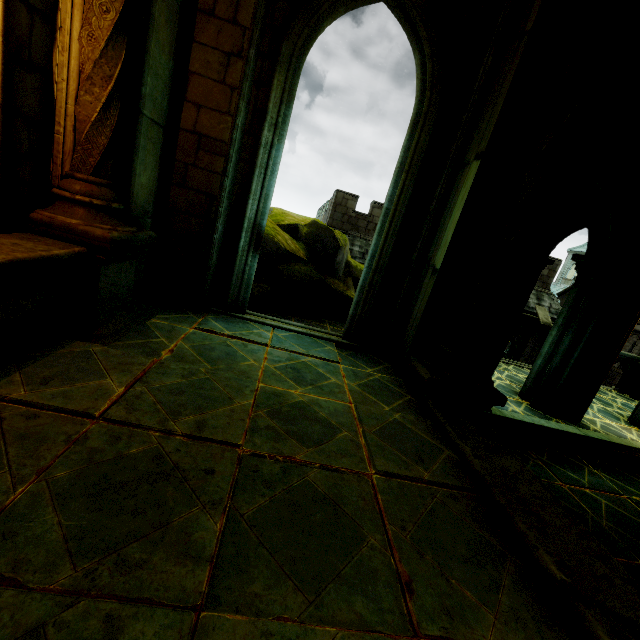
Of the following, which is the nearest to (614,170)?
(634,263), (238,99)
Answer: (634,263)

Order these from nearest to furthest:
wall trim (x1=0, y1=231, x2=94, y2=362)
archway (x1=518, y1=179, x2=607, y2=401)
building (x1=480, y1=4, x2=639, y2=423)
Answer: wall trim (x1=0, y1=231, x2=94, y2=362) < building (x1=480, y1=4, x2=639, y2=423) < archway (x1=518, y1=179, x2=607, y2=401)

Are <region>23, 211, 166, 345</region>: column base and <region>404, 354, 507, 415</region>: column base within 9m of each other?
yes

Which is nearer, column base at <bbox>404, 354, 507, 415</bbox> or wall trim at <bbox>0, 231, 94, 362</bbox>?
wall trim at <bbox>0, 231, 94, 362</bbox>

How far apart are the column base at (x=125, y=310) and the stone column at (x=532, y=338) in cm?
2067

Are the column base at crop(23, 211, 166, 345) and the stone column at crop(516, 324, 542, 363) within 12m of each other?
no

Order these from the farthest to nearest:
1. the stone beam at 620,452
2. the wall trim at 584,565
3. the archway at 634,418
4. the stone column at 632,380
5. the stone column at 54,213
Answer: the stone column at 632,380, the archway at 634,418, the stone beam at 620,452, the stone column at 54,213, the wall trim at 584,565

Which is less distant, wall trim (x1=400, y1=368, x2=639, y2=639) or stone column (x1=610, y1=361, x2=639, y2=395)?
wall trim (x1=400, y1=368, x2=639, y2=639)
